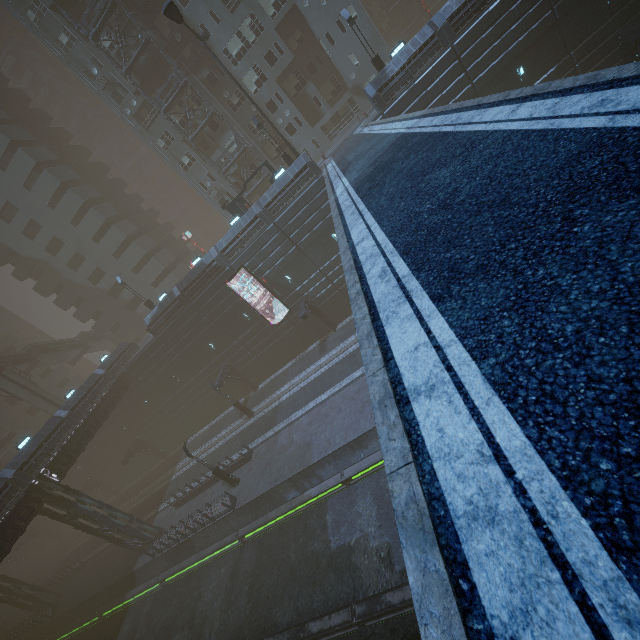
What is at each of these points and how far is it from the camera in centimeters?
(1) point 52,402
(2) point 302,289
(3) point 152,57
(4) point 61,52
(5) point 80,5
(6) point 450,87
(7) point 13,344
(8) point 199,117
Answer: (1) sm, 3881cm
(2) building, 3147cm
(3) building, 3238cm
(4) building, 3325cm
(5) building, 3259cm
(6) building, 2352cm
(7) building, 5259cm
(8) building, 3500cm

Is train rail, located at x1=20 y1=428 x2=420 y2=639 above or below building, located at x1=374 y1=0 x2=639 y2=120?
below

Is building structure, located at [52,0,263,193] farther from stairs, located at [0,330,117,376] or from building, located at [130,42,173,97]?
stairs, located at [0,330,117,376]

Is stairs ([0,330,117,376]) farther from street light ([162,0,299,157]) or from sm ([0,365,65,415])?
street light ([162,0,299,157])

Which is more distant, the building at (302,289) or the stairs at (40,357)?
the stairs at (40,357)

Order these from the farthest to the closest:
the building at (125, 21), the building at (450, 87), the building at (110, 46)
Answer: the building at (110, 46), the building at (125, 21), the building at (450, 87)

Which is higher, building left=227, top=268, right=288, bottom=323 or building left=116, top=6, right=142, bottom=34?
building left=116, top=6, right=142, bottom=34
